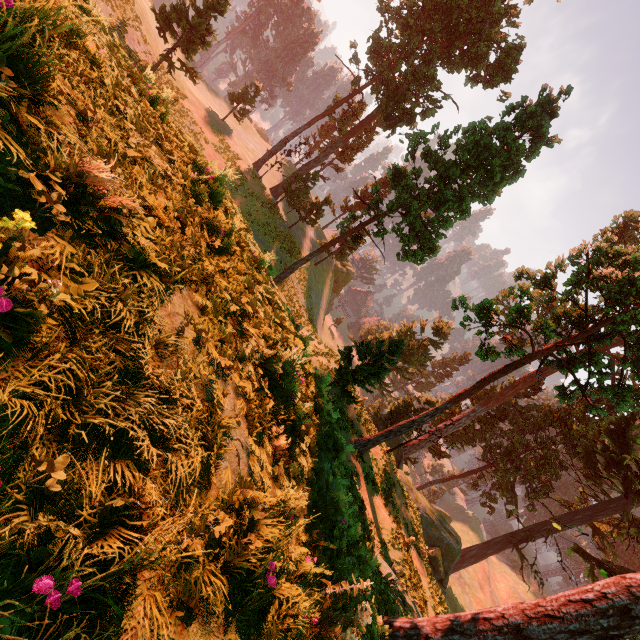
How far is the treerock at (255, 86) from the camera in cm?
3612

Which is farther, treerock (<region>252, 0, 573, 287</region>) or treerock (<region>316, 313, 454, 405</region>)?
treerock (<region>252, 0, 573, 287</region>)

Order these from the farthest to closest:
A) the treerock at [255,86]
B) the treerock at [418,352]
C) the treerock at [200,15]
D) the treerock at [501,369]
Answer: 1. the treerock at [255,86]
2. the treerock at [200,15]
3. the treerock at [418,352]
4. the treerock at [501,369]

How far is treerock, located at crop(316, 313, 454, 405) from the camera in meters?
17.9

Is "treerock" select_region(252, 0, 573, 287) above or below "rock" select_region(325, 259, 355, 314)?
above

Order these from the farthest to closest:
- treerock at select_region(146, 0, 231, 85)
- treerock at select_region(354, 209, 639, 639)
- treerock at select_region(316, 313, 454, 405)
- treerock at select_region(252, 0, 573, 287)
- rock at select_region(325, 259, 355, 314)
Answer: rock at select_region(325, 259, 355, 314), treerock at select_region(146, 0, 231, 85), treerock at select_region(252, 0, 573, 287), treerock at select_region(316, 313, 454, 405), treerock at select_region(354, 209, 639, 639)

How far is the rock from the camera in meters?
53.1

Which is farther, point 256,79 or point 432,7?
point 256,79
